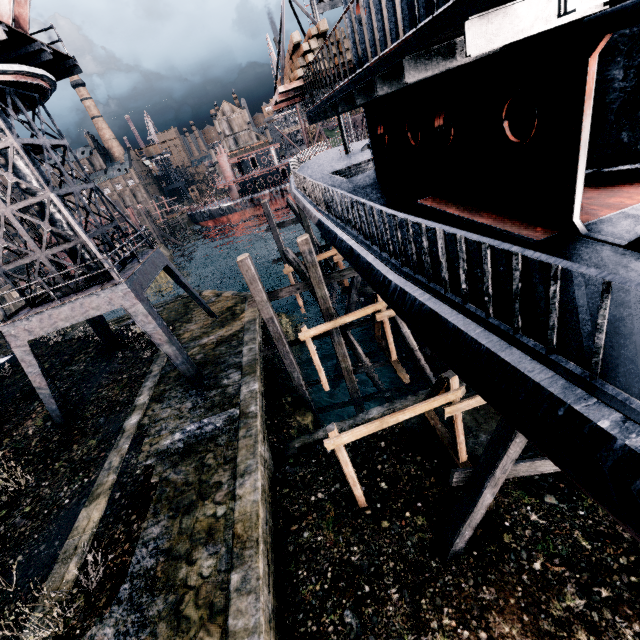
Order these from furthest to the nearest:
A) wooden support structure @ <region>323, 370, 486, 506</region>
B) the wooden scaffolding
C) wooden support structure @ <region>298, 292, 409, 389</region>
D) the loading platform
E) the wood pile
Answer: wooden support structure @ <region>298, 292, 409, 389</region>
the loading platform
the wood pile
wooden support structure @ <region>323, 370, 486, 506</region>
the wooden scaffolding

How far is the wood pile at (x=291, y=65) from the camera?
11.1m

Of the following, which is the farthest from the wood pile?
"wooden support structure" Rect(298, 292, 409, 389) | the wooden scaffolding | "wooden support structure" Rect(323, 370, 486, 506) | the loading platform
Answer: the wooden scaffolding

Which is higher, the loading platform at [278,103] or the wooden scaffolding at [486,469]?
the loading platform at [278,103]

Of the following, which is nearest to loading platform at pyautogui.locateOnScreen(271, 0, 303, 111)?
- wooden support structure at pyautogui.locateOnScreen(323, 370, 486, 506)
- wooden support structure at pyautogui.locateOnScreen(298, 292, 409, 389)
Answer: wooden support structure at pyautogui.locateOnScreen(298, 292, 409, 389)

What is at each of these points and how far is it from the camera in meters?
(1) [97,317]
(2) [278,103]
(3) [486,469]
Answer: (1) crane, 21.1
(2) loading platform, 15.6
(3) wooden scaffolding, 7.8

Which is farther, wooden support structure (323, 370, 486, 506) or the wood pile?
the wood pile

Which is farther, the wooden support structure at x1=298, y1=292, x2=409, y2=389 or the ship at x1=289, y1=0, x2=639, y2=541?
the wooden support structure at x1=298, y1=292, x2=409, y2=389
